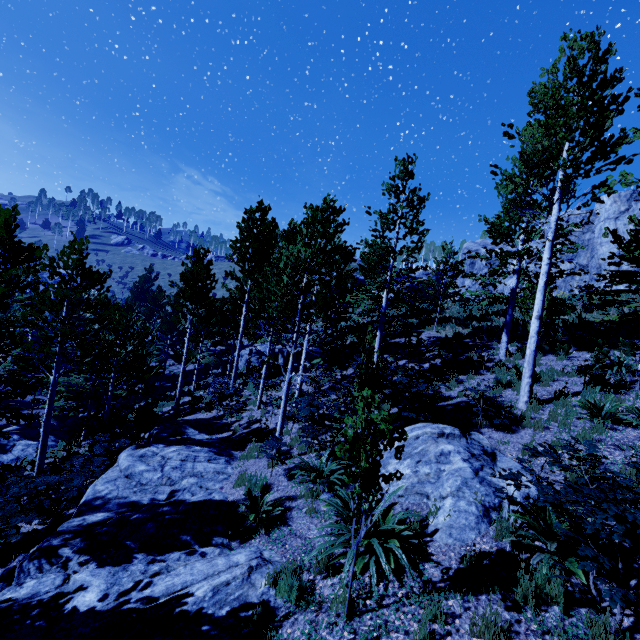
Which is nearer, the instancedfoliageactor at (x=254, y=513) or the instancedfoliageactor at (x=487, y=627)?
the instancedfoliageactor at (x=487, y=627)

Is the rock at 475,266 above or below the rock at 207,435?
above

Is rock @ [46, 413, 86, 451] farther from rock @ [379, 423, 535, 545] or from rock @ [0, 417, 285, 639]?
rock @ [379, 423, 535, 545]

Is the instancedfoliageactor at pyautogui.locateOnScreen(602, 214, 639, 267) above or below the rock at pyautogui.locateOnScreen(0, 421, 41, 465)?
above

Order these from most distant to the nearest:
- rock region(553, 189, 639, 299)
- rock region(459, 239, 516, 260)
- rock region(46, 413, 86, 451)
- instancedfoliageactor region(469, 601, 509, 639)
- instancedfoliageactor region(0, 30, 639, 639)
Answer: rock region(459, 239, 516, 260), rock region(553, 189, 639, 299), rock region(46, 413, 86, 451), instancedfoliageactor region(0, 30, 639, 639), instancedfoliageactor region(469, 601, 509, 639)

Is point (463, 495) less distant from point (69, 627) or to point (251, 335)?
point (69, 627)

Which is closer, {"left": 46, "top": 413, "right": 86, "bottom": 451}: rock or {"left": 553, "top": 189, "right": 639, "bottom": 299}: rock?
{"left": 46, "top": 413, "right": 86, "bottom": 451}: rock

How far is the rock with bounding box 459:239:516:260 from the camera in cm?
3439
